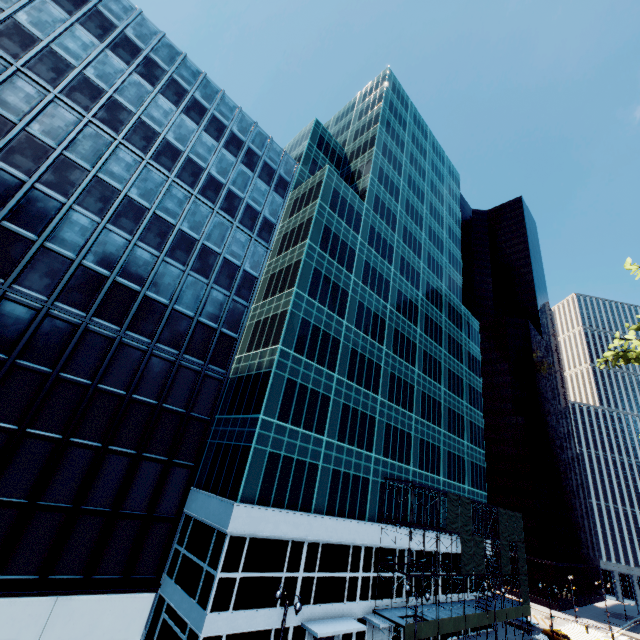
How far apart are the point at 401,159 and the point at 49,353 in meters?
60.9

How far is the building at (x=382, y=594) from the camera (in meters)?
32.72

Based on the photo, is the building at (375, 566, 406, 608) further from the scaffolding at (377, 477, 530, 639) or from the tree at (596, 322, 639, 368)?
the tree at (596, 322, 639, 368)

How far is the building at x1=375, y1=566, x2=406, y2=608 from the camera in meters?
32.7

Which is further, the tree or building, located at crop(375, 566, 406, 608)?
building, located at crop(375, 566, 406, 608)

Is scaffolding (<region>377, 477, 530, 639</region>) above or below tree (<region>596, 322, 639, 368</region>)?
below

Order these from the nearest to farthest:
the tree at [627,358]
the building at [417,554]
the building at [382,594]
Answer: the tree at [627,358] → the building at [382,594] → the building at [417,554]
